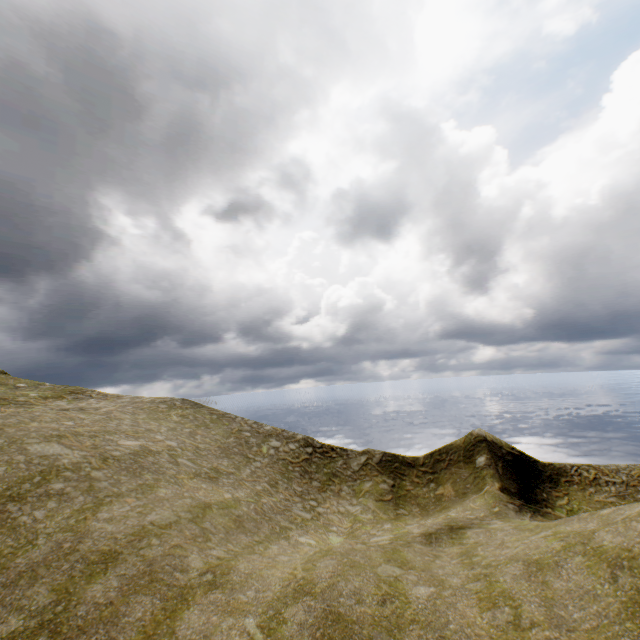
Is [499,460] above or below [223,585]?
below
